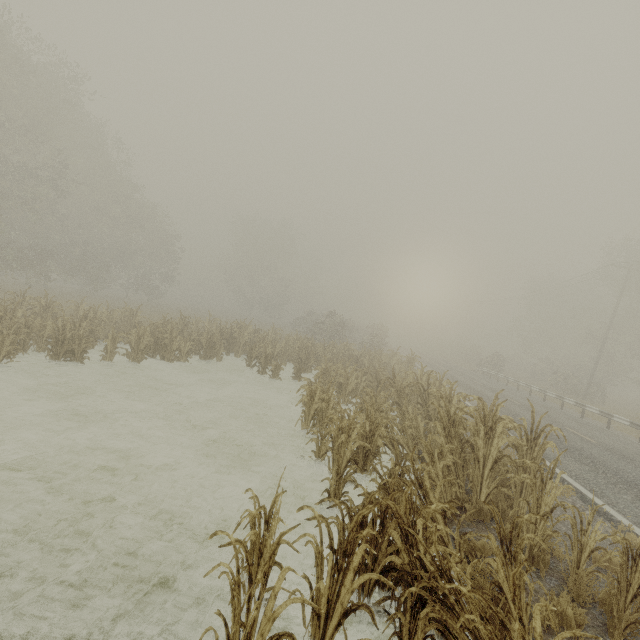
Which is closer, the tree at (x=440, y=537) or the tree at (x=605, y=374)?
the tree at (x=440, y=537)

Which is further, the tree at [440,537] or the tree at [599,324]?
the tree at [599,324]

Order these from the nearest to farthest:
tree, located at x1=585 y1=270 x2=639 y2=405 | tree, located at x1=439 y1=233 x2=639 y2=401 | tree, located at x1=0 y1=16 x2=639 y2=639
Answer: tree, located at x1=0 y1=16 x2=639 y2=639 → tree, located at x1=585 y1=270 x2=639 y2=405 → tree, located at x1=439 y1=233 x2=639 y2=401

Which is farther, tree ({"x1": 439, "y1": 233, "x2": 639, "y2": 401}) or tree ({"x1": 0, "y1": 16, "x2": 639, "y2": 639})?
tree ({"x1": 439, "y1": 233, "x2": 639, "y2": 401})

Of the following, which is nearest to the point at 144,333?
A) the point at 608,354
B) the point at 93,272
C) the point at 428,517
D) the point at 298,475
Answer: the point at 298,475

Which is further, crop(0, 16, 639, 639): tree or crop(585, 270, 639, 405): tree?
crop(585, 270, 639, 405): tree
